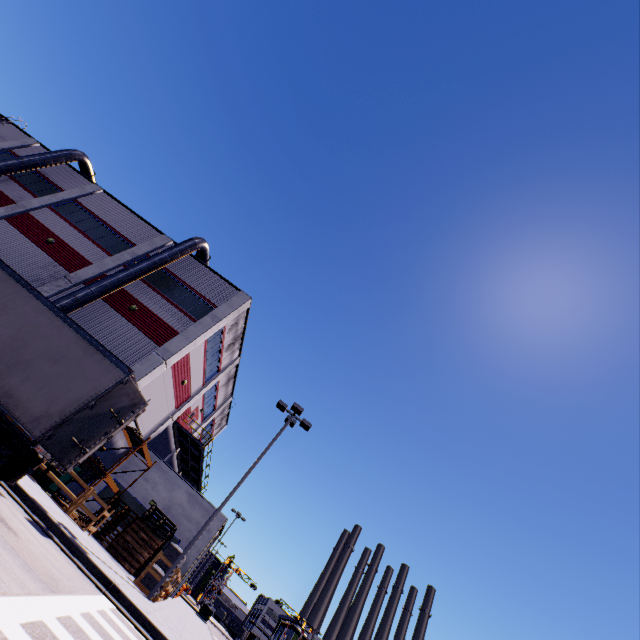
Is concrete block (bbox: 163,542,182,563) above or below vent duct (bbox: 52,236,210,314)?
below

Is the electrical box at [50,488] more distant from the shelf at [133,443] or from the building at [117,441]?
the shelf at [133,443]

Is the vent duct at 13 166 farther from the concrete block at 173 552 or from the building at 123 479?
the concrete block at 173 552

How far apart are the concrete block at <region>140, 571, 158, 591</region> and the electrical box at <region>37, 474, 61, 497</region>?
5.6 meters

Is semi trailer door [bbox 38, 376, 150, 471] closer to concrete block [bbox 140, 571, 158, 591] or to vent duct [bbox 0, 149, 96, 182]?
concrete block [bbox 140, 571, 158, 591]

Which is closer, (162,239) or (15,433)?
(15,433)

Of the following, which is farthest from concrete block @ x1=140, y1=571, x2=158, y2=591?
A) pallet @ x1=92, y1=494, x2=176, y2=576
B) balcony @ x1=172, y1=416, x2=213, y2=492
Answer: balcony @ x1=172, y1=416, x2=213, y2=492

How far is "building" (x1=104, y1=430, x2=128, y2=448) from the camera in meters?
19.3 m
